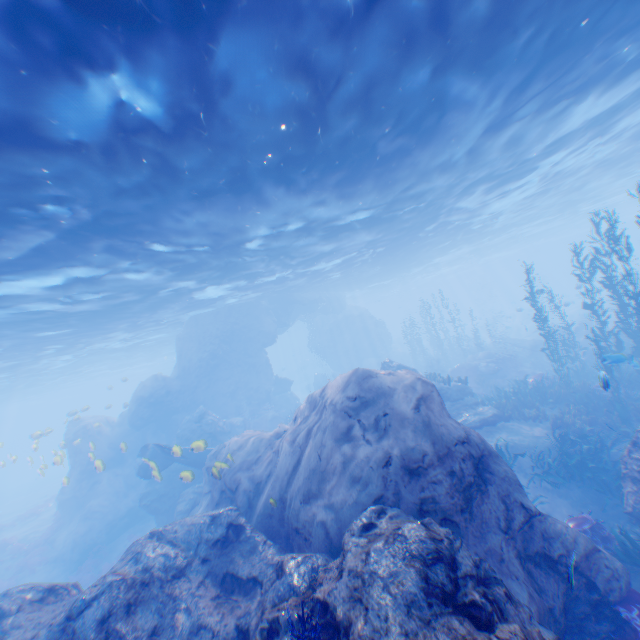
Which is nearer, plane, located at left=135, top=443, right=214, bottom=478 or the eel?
plane, located at left=135, top=443, right=214, bottom=478

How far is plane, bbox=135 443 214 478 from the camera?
12.7m

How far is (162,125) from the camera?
7.6 meters

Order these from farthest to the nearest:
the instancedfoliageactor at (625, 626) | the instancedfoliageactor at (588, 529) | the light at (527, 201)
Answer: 1. the instancedfoliageactor at (588, 529)
2. the light at (527, 201)
3. the instancedfoliageactor at (625, 626)

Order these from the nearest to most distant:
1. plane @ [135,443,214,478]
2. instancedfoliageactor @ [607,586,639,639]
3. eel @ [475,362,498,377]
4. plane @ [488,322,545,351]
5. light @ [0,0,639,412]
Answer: instancedfoliageactor @ [607,586,639,639] < light @ [0,0,639,412] < plane @ [135,443,214,478] < eel @ [475,362,498,377] < plane @ [488,322,545,351]

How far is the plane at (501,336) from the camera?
27.7 meters

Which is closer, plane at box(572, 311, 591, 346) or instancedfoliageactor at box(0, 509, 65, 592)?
instancedfoliageactor at box(0, 509, 65, 592)

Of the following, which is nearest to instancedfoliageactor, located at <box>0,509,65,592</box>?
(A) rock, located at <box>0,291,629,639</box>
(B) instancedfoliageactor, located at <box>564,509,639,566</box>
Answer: (A) rock, located at <box>0,291,629,639</box>
